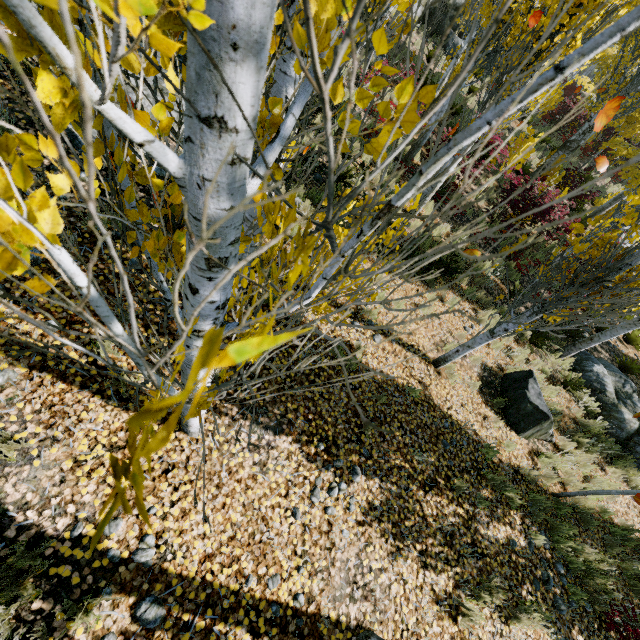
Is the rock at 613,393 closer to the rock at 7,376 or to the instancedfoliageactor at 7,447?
the instancedfoliageactor at 7,447

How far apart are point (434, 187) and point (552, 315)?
4.23m

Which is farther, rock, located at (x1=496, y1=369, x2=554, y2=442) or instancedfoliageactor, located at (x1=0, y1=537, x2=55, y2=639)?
rock, located at (x1=496, y1=369, x2=554, y2=442)

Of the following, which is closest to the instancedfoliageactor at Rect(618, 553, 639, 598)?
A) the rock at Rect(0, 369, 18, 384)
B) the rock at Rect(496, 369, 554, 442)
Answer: the rock at Rect(0, 369, 18, 384)

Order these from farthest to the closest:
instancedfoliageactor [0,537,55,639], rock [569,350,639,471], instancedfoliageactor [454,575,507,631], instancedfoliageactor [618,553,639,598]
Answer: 1. rock [569,350,639,471]
2. instancedfoliageactor [618,553,639,598]
3. instancedfoliageactor [454,575,507,631]
4. instancedfoliageactor [0,537,55,639]

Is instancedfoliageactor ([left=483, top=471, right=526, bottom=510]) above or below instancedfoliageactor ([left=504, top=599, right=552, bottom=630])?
below

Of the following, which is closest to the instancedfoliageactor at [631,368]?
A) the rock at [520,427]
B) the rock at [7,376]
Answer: the rock at [7,376]
